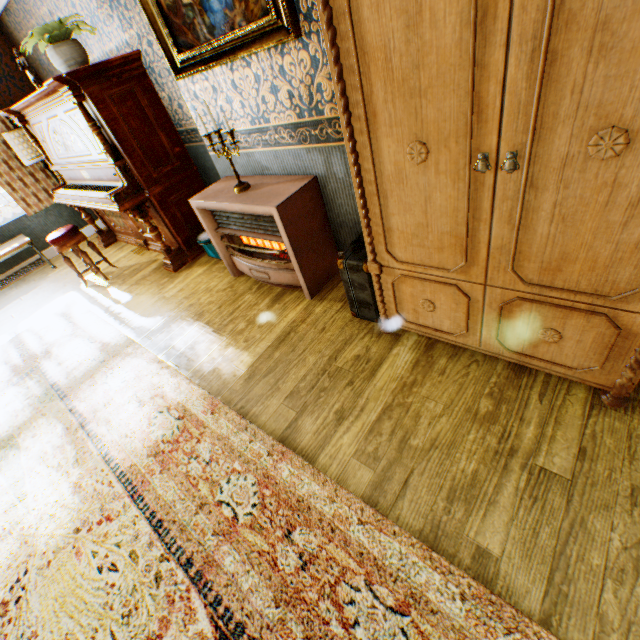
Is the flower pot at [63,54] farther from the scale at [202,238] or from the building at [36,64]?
the scale at [202,238]

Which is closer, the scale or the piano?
the piano

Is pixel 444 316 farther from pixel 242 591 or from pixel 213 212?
pixel 213 212

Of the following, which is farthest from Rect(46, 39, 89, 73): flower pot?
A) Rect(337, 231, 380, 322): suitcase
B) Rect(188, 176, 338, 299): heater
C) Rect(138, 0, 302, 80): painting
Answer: Rect(337, 231, 380, 322): suitcase

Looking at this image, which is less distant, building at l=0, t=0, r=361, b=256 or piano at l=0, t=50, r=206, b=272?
building at l=0, t=0, r=361, b=256

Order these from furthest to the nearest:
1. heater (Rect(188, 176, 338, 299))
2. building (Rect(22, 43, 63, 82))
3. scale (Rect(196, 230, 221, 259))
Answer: building (Rect(22, 43, 63, 82)) → scale (Rect(196, 230, 221, 259)) → heater (Rect(188, 176, 338, 299))

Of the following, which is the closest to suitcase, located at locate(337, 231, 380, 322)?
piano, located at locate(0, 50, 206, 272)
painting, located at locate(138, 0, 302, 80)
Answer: painting, located at locate(138, 0, 302, 80)

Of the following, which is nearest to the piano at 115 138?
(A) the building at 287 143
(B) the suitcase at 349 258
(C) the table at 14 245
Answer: (A) the building at 287 143
